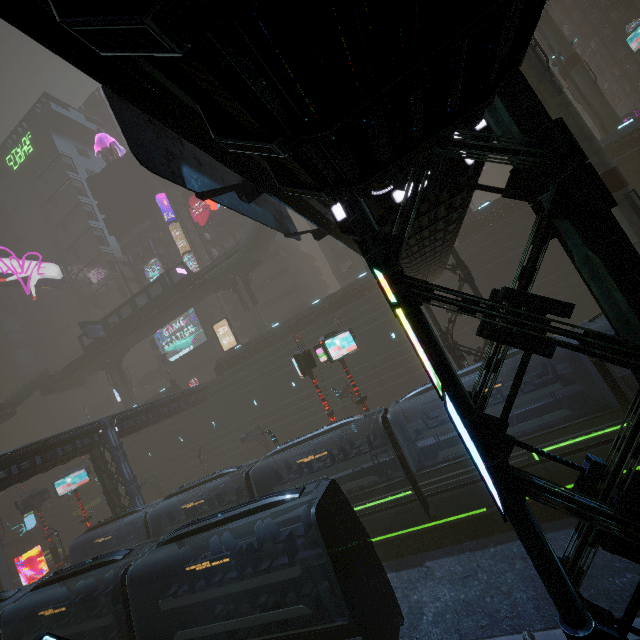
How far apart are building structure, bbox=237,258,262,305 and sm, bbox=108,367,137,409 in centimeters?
2574cm

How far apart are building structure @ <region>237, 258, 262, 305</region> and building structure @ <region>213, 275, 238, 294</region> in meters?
0.7 m

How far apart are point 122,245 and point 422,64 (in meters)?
68.17

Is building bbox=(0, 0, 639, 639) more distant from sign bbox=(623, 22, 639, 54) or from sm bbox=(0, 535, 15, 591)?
sign bbox=(623, 22, 639, 54)

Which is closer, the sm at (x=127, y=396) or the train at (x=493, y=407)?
the train at (x=493, y=407)

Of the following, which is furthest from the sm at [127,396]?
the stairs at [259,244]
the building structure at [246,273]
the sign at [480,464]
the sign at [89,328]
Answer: the sign at [480,464]

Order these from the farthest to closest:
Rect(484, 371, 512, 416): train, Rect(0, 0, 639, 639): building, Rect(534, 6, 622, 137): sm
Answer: Rect(534, 6, 622, 137): sm < Rect(484, 371, 512, 416): train < Rect(0, 0, 639, 639): building

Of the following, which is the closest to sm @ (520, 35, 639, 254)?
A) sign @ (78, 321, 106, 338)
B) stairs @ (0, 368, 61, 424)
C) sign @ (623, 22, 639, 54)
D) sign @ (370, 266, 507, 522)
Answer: sign @ (623, 22, 639, 54)
